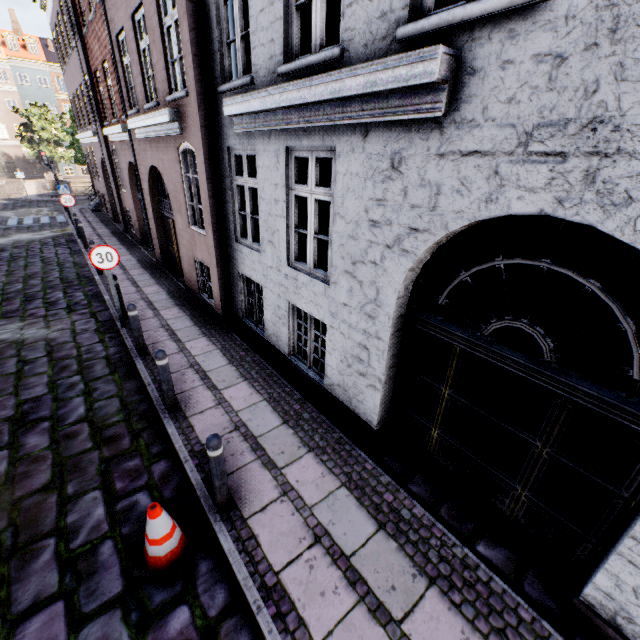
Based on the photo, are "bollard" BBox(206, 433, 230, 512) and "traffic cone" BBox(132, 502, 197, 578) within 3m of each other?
yes

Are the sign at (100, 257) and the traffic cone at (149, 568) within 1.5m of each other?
no

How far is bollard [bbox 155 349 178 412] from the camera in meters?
4.6

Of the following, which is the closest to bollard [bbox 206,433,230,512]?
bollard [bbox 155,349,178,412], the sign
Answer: bollard [bbox 155,349,178,412]

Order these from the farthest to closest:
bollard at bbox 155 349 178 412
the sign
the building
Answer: the sign
bollard at bbox 155 349 178 412
the building

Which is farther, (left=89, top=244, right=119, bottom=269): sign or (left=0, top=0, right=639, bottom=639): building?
(left=89, top=244, right=119, bottom=269): sign

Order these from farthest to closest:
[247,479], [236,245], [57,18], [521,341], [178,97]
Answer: [57,18], [521,341], [236,245], [178,97], [247,479]

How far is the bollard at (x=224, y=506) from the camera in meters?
3.2 m
